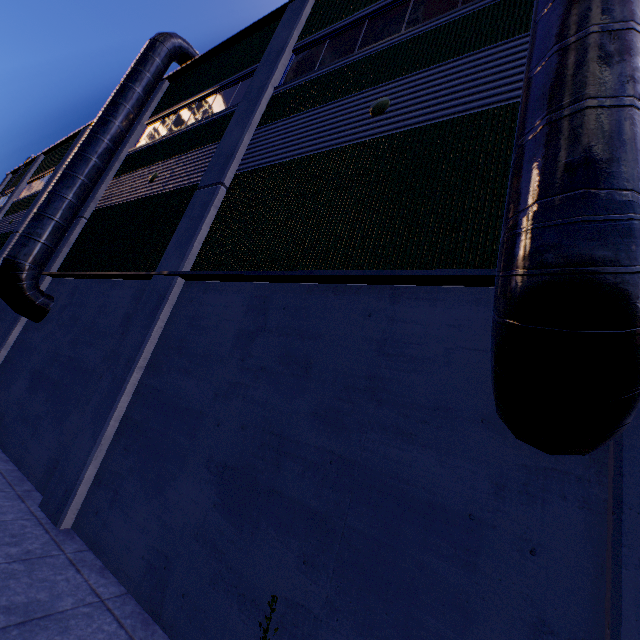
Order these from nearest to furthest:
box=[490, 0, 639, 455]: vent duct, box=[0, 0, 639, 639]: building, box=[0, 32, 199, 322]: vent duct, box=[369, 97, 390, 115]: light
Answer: box=[490, 0, 639, 455]: vent duct → box=[0, 0, 639, 639]: building → box=[369, 97, 390, 115]: light → box=[0, 32, 199, 322]: vent duct

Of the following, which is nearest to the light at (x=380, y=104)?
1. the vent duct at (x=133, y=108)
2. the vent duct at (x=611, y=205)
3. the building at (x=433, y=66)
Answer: the building at (x=433, y=66)

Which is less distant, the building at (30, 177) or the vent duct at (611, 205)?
the vent duct at (611, 205)

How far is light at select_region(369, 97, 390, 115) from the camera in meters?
6.0 m

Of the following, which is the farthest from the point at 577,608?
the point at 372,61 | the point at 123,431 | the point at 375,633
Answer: the point at 372,61

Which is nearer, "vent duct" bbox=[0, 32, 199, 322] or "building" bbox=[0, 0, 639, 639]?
"building" bbox=[0, 0, 639, 639]

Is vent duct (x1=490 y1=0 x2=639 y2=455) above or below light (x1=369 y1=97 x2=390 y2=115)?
below

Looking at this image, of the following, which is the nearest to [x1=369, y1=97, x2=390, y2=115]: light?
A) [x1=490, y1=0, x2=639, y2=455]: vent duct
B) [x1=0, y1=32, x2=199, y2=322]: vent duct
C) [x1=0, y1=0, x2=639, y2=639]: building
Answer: [x1=0, y1=0, x2=639, y2=639]: building
